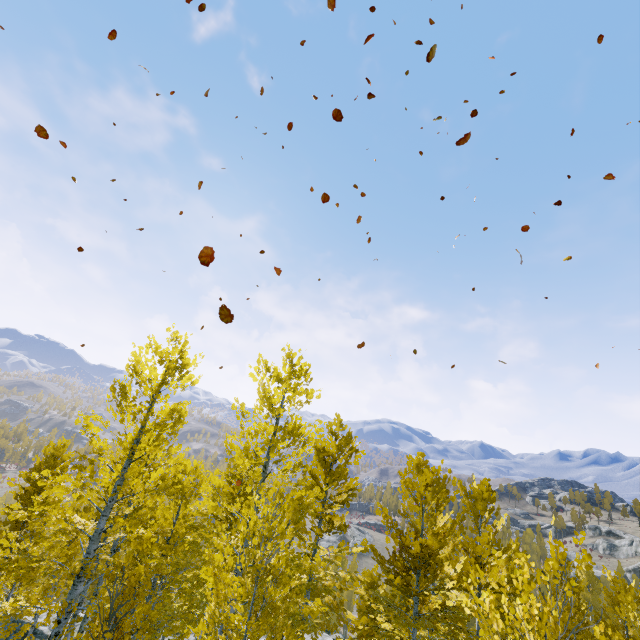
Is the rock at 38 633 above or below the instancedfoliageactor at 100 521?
below

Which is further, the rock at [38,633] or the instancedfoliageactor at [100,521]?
the rock at [38,633]

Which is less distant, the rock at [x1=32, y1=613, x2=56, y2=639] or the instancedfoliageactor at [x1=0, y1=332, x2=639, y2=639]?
the instancedfoliageactor at [x1=0, y1=332, x2=639, y2=639]

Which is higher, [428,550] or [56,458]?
[428,550]

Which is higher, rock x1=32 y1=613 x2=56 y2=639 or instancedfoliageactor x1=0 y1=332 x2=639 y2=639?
instancedfoliageactor x1=0 y1=332 x2=639 y2=639
